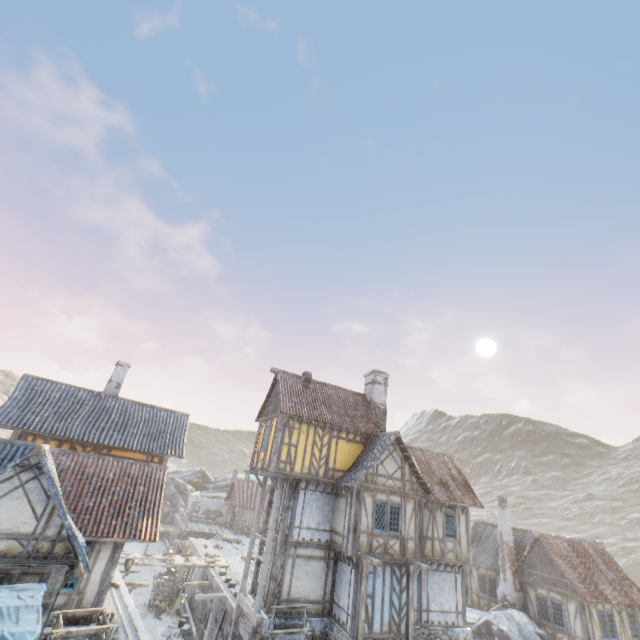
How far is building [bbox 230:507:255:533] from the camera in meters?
40.7

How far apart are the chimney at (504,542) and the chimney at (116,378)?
29.62m

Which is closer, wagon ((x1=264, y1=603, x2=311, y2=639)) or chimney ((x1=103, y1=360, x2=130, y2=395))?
wagon ((x1=264, y1=603, x2=311, y2=639))

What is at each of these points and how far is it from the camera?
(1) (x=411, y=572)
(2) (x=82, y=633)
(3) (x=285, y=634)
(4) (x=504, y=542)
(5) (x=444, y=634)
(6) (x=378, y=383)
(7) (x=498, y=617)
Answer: (1) wooden structure, 15.7 meters
(2) wagon, 11.1 meters
(3) wagon, 12.6 meters
(4) chimney, 24.0 meters
(5) stone foundation, 16.9 meters
(6) chimney, 23.2 meters
(7) rock, 19.5 meters

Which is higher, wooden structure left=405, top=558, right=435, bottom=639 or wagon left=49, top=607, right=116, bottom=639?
wooden structure left=405, top=558, right=435, bottom=639

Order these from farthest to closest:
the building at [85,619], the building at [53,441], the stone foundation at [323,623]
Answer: the building at [53,441] < the stone foundation at [323,623] < the building at [85,619]

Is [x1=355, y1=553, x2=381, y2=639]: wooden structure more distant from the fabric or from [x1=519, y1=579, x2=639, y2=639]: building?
[x1=519, y1=579, x2=639, y2=639]: building

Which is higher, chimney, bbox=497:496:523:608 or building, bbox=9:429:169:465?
building, bbox=9:429:169:465
